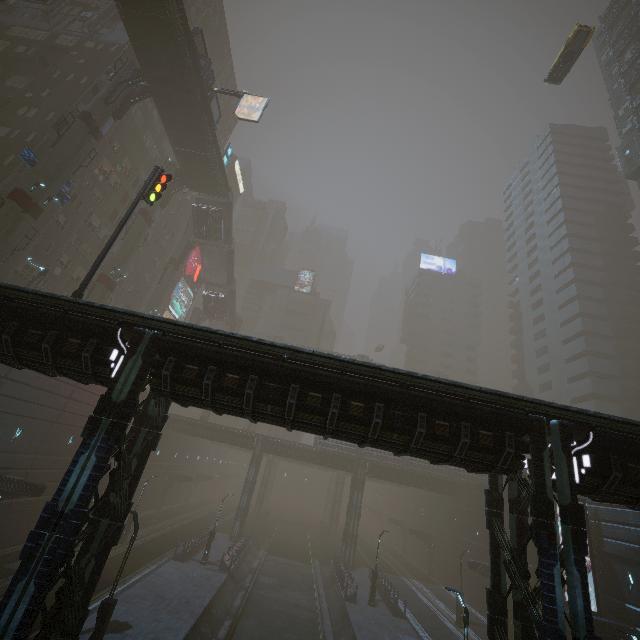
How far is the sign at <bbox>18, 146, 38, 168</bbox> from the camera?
23.1m

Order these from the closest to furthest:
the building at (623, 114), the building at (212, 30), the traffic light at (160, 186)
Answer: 1. the traffic light at (160, 186)
2. the building at (623, 114)
3. the building at (212, 30)

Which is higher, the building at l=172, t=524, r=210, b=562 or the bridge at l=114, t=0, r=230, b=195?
the bridge at l=114, t=0, r=230, b=195

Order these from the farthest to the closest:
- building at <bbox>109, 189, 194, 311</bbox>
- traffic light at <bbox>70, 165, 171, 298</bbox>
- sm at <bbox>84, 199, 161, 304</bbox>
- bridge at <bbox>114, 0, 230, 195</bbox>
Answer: building at <bbox>109, 189, 194, 311</bbox> → sm at <bbox>84, 199, 161, 304</bbox> → bridge at <bbox>114, 0, 230, 195</bbox> → traffic light at <bbox>70, 165, 171, 298</bbox>

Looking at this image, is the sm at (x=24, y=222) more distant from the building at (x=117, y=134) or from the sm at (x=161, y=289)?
the sm at (x=161, y=289)

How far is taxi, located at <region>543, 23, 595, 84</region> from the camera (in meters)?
Answer: 27.48

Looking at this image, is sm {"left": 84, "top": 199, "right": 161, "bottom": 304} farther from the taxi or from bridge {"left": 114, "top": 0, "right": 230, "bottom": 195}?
the taxi

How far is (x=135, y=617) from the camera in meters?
17.5
